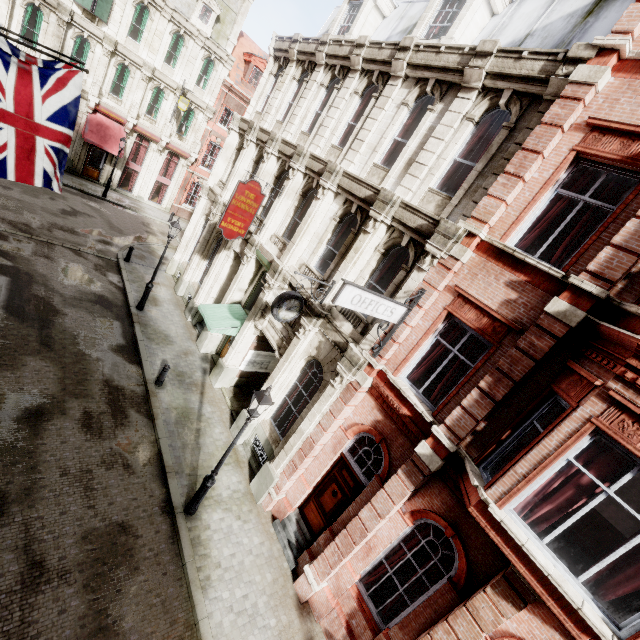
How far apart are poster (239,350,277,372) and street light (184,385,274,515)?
5.64m

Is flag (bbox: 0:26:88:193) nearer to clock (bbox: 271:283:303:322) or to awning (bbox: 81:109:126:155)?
clock (bbox: 271:283:303:322)

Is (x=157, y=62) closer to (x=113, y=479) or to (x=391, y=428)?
(x=113, y=479)

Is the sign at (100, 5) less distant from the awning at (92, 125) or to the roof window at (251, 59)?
the awning at (92, 125)

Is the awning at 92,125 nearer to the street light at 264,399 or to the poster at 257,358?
the poster at 257,358

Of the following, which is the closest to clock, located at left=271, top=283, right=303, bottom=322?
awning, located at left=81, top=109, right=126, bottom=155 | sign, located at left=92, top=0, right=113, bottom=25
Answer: awning, located at left=81, top=109, right=126, bottom=155

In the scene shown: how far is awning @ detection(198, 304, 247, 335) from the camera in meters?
13.0 m

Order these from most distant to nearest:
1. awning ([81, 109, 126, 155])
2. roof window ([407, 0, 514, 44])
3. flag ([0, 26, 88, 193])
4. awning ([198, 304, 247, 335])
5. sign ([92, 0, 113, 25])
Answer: awning ([81, 109, 126, 155])
sign ([92, 0, 113, 25])
awning ([198, 304, 247, 335])
roof window ([407, 0, 514, 44])
flag ([0, 26, 88, 193])
